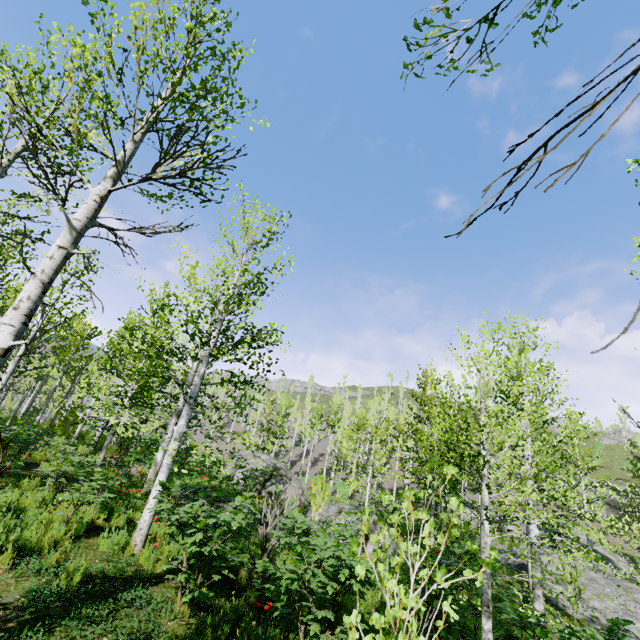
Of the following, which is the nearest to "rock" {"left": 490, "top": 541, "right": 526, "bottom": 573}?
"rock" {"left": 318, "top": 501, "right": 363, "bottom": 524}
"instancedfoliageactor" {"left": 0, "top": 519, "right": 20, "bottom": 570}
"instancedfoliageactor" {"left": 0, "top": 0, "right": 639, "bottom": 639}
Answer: "instancedfoliageactor" {"left": 0, "top": 0, "right": 639, "bottom": 639}

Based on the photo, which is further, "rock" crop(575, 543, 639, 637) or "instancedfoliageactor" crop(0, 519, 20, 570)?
"rock" crop(575, 543, 639, 637)

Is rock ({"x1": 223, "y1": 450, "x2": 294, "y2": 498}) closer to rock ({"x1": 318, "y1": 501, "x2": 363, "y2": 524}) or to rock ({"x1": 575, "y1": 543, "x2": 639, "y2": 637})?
rock ({"x1": 318, "y1": 501, "x2": 363, "y2": 524})

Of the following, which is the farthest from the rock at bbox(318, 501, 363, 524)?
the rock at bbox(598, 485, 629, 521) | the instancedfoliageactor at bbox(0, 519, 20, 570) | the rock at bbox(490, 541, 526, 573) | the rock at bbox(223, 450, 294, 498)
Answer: the rock at bbox(598, 485, 629, 521)

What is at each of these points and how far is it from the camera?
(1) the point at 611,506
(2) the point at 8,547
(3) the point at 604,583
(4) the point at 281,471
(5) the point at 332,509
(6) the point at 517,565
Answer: (1) rock, 33.03m
(2) instancedfoliageactor, 5.01m
(3) rock, 17.33m
(4) rock, 21.61m
(5) rock, 13.66m
(6) rock, 18.88m

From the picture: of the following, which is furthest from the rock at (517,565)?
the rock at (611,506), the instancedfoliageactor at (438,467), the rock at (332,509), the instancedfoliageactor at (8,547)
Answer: the instancedfoliageactor at (8,547)

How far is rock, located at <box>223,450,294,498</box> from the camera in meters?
19.3 m
